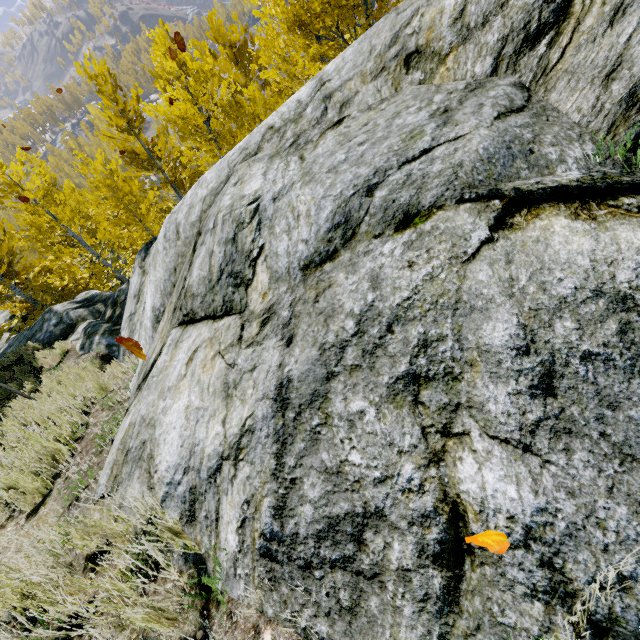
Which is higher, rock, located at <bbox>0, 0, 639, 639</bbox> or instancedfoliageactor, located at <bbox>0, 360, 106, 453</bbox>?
rock, located at <bbox>0, 0, 639, 639</bbox>

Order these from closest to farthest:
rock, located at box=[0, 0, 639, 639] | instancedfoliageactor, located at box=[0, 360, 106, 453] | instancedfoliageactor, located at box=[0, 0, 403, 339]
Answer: rock, located at box=[0, 0, 639, 639], instancedfoliageactor, located at box=[0, 360, 106, 453], instancedfoliageactor, located at box=[0, 0, 403, 339]

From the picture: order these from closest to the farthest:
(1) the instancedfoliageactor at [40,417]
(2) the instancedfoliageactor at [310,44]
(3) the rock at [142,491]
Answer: (3) the rock at [142,491]
(1) the instancedfoliageactor at [40,417]
(2) the instancedfoliageactor at [310,44]

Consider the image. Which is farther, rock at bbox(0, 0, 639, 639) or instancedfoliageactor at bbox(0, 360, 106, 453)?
instancedfoliageactor at bbox(0, 360, 106, 453)

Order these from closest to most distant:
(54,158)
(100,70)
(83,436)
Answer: (83,436) < (100,70) < (54,158)

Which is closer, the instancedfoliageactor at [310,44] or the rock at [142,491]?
the rock at [142,491]

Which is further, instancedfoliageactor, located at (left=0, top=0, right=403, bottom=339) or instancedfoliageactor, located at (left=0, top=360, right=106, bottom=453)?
instancedfoliageactor, located at (left=0, top=0, right=403, bottom=339)
